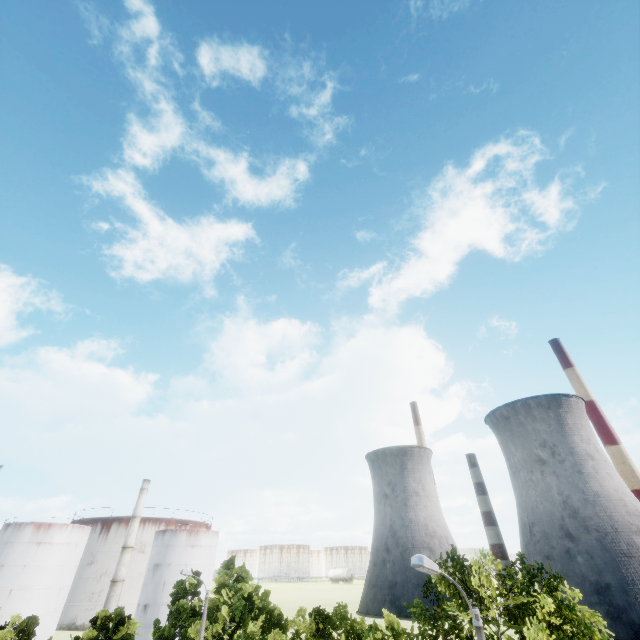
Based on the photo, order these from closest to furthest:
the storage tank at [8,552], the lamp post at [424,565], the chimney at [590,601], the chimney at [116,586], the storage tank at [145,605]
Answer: the lamp post at [424,565]
the storage tank at [8,552]
the chimney at [590,601]
the chimney at [116,586]
the storage tank at [145,605]

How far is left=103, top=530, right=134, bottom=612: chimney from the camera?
53.7m

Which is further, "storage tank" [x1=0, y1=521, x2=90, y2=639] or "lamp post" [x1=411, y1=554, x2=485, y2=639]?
"storage tank" [x1=0, y1=521, x2=90, y2=639]

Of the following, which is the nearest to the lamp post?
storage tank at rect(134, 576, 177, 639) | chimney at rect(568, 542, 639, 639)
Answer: storage tank at rect(134, 576, 177, 639)

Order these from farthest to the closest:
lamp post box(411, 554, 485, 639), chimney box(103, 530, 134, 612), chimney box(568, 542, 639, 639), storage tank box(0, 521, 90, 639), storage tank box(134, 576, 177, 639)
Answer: storage tank box(134, 576, 177, 639) → chimney box(103, 530, 134, 612) → chimney box(568, 542, 639, 639) → storage tank box(0, 521, 90, 639) → lamp post box(411, 554, 485, 639)

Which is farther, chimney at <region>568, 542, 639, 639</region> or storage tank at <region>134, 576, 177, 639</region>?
storage tank at <region>134, 576, 177, 639</region>

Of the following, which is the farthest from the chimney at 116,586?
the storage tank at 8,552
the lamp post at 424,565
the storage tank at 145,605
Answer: the lamp post at 424,565

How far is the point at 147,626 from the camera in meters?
55.9
